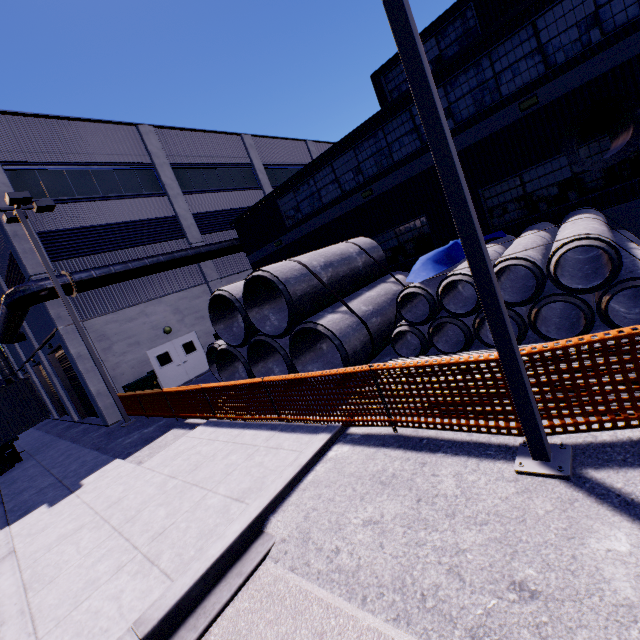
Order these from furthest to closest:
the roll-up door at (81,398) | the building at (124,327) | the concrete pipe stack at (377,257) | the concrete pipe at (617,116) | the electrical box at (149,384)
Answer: the roll-up door at (81,398), the electrical box at (149,384), the building at (124,327), the concrete pipe stack at (377,257), the concrete pipe at (617,116)

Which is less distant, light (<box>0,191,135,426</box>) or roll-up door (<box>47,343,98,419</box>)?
light (<box>0,191,135,426</box>)

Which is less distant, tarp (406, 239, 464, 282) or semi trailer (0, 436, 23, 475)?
tarp (406, 239, 464, 282)

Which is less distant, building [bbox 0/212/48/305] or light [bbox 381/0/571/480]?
light [bbox 381/0/571/480]

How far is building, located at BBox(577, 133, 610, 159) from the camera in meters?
9.0 m

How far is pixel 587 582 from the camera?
2.5 meters

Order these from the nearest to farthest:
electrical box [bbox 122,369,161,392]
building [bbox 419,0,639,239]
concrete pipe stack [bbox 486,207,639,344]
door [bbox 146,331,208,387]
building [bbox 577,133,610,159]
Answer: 1. concrete pipe stack [bbox 486,207,639,344]
2. building [bbox 419,0,639,239]
3. building [bbox 577,133,610,159]
4. electrical box [bbox 122,369,161,392]
5. door [bbox 146,331,208,387]

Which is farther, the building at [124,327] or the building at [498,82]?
the building at [124,327]
